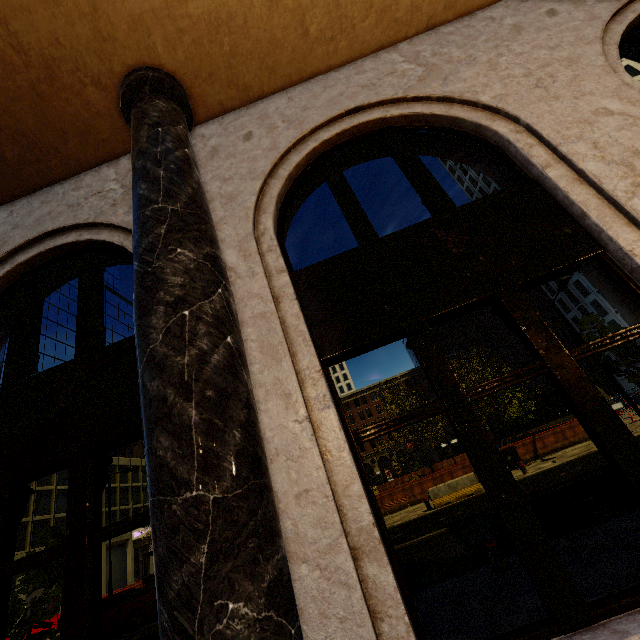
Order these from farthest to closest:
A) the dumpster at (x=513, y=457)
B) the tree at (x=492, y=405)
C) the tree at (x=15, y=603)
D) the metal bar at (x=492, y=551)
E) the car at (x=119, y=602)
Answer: the tree at (x=492, y=405) < the dumpster at (x=513, y=457) < the car at (x=119, y=602) < the metal bar at (x=492, y=551) < the tree at (x=15, y=603)

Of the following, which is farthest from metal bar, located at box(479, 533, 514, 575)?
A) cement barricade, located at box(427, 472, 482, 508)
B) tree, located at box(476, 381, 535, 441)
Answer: cement barricade, located at box(427, 472, 482, 508)

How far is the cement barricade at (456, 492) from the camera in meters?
15.2 m

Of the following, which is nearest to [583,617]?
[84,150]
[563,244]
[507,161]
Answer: [563,244]

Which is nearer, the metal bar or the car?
the metal bar

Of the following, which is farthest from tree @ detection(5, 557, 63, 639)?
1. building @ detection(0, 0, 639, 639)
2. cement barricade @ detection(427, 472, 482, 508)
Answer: cement barricade @ detection(427, 472, 482, 508)

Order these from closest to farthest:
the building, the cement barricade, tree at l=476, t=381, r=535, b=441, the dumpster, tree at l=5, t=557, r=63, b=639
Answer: the building
tree at l=5, t=557, r=63, b=639
the cement barricade
the dumpster
tree at l=476, t=381, r=535, b=441

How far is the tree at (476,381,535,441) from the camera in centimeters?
2159cm
